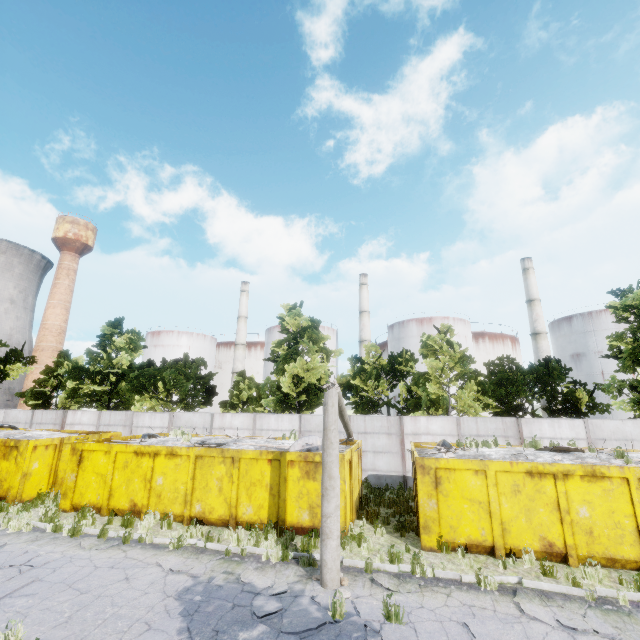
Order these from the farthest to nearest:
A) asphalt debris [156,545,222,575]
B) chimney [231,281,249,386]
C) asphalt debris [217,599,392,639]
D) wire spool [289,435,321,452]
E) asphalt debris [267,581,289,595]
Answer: chimney [231,281,249,386], wire spool [289,435,321,452], asphalt debris [156,545,222,575], asphalt debris [267,581,289,595], asphalt debris [217,599,392,639]

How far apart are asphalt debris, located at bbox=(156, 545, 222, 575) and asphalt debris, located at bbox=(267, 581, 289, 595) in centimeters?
123cm

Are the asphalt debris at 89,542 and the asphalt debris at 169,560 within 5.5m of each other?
yes

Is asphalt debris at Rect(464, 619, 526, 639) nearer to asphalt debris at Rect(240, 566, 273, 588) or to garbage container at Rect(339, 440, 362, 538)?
asphalt debris at Rect(240, 566, 273, 588)

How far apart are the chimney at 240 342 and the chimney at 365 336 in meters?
18.5

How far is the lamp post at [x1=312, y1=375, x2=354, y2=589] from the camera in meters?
7.8

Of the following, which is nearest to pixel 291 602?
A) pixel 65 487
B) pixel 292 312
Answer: pixel 65 487

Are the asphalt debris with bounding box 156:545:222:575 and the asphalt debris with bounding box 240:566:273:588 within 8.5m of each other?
yes
